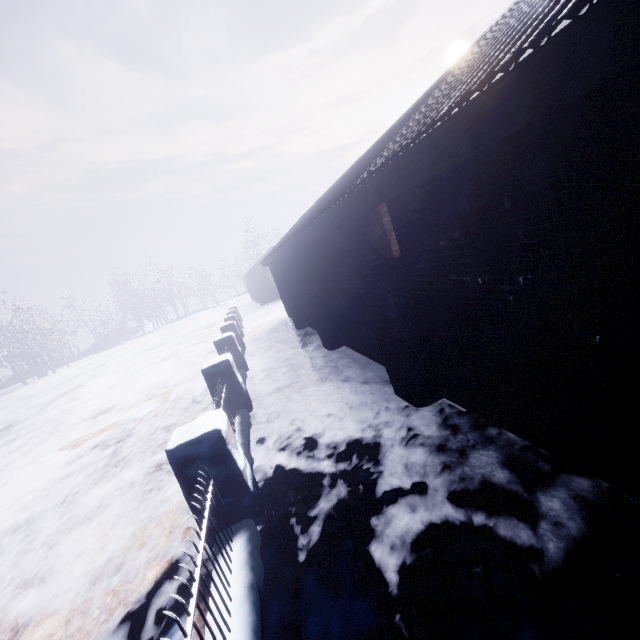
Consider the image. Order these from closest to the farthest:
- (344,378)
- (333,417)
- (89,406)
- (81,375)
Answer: (333,417) < (344,378) < (89,406) < (81,375)
